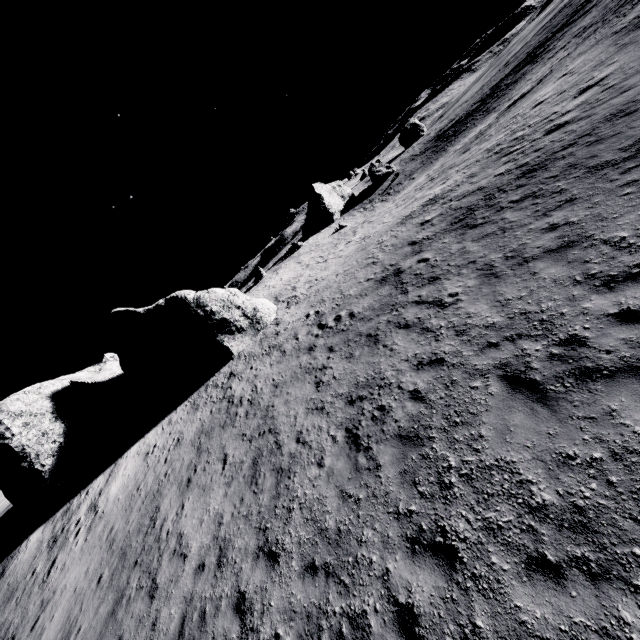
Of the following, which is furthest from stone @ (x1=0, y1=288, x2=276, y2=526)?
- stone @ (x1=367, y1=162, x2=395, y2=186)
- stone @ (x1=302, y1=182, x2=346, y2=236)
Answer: stone @ (x1=367, y1=162, x2=395, y2=186)

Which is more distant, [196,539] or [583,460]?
[196,539]

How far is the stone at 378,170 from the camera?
57.6m

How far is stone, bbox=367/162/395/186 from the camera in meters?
57.6

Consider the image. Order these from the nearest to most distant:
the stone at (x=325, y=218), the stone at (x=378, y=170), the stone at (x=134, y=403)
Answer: the stone at (x=134, y=403)
the stone at (x=325, y=218)
the stone at (x=378, y=170)

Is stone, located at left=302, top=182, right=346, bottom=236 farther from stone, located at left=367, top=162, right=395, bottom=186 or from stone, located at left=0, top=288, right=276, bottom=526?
stone, located at left=0, top=288, right=276, bottom=526

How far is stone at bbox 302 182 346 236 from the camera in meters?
55.9 m
